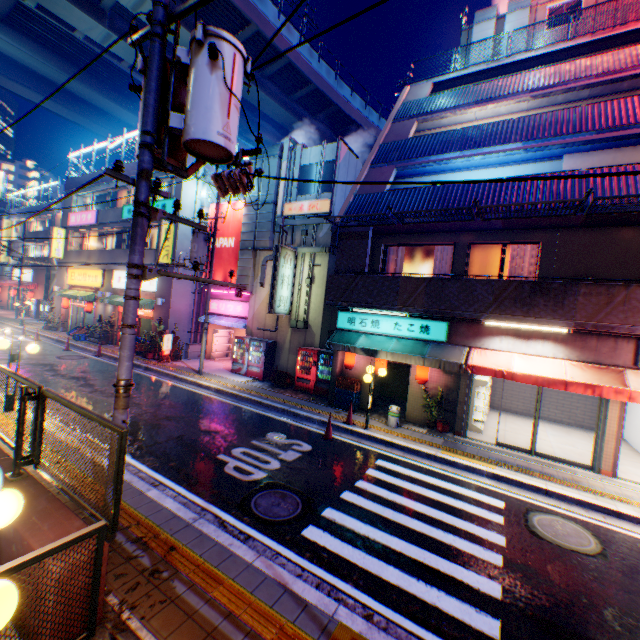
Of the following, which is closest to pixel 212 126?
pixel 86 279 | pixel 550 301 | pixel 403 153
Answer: pixel 550 301

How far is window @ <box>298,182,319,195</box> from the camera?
16.7m

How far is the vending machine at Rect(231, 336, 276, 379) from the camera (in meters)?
16.73

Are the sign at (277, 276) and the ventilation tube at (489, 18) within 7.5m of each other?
no

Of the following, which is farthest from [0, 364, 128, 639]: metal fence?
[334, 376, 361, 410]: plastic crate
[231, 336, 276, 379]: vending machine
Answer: [231, 336, 276, 379]: vending machine

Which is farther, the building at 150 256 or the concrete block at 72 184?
the concrete block at 72 184

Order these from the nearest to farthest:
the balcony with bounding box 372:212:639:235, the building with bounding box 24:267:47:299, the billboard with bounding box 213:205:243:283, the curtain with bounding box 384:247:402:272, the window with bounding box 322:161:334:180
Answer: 1. the balcony with bounding box 372:212:639:235
2. the curtain with bounding box 384:247:402:272
3. the window with bounding box 322:161:334:180
4. the billboard with bounding box 213:205:243:283
5. the building with bounding box 24:267:47:299

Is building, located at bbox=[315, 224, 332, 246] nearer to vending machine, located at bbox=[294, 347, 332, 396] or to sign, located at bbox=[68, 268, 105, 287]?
vending machine, located at bbox=[294, 347, 332, 396]
